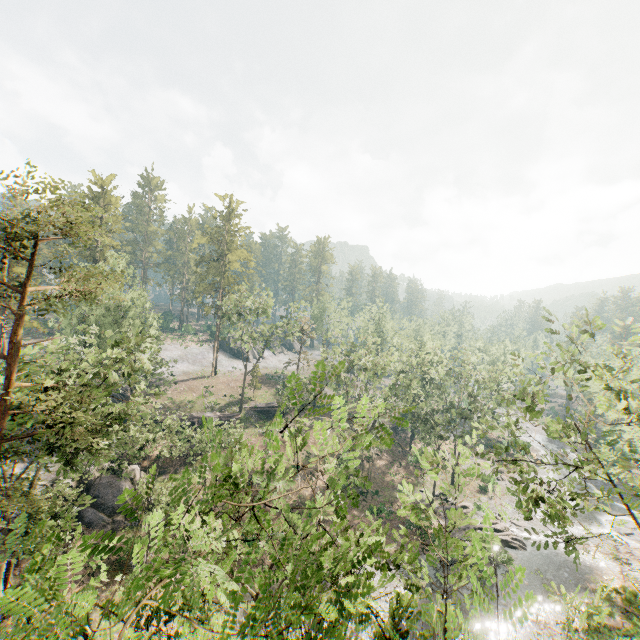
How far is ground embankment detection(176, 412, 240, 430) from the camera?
43.2m

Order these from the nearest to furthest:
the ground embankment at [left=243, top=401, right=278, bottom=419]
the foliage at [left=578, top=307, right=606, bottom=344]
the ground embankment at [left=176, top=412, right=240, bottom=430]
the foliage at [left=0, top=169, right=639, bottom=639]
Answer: the foliage at [left=0, top=169, right=639, bottom=639] < the foliage at [left=578, top=307, right=606, bottom=344] < the ground embankment at [left=176, top=412, right=240, bottom=430] < the ground embankment at [left=243, top=401, right=278, bottom=419]

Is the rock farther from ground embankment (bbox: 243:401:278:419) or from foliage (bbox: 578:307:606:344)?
ground embankment (bbox: 243:401:278:419)

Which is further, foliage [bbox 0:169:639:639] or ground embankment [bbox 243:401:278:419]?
ground embankment [bbox 243:401:278:419]

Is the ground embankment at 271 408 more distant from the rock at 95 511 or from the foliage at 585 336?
the rock at 95 511

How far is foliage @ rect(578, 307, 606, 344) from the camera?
12.02m

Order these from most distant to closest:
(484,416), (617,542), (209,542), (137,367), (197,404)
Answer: (197,404) → (484,416) → (617,542) → (137,367) → (209,542)

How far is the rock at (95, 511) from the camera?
27.8 meters
